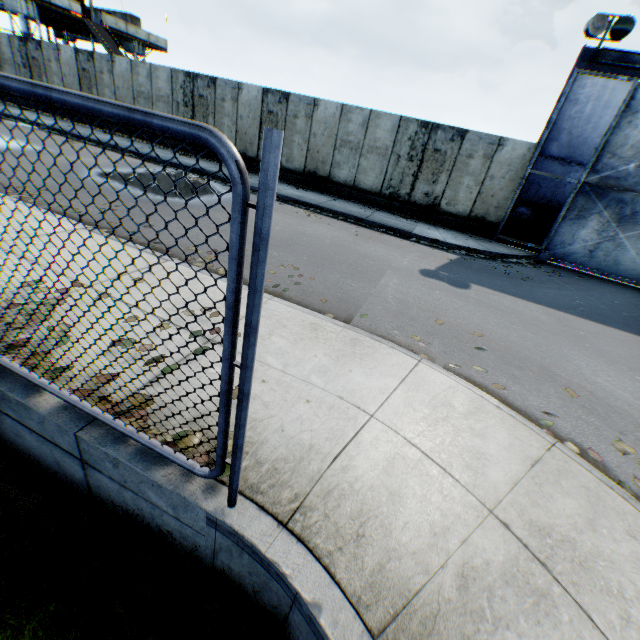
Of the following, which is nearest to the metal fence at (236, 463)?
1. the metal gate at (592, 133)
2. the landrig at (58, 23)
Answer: the metal gate at (592, 133)

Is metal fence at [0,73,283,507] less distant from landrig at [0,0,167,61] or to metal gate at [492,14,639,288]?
metal gate at [492,14,639,288]

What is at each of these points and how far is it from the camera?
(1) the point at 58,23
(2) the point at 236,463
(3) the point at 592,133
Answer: (1) landrig, 27.4 meters
(2) metal fence, 1.9 meters
(3) metal gate, 10.4 meters

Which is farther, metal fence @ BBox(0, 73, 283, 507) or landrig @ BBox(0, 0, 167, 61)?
landrig @ BBox(0, 0, 167, 61)

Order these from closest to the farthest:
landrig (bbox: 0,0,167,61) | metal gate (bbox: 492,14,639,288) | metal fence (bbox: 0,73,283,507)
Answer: metal fence (bbox: 0,73,283,507)
metal gate (bbox: 492,14,639,288)
landrig (bbox: 0,0,167,61)

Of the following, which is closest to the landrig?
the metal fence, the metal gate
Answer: the metal fence
